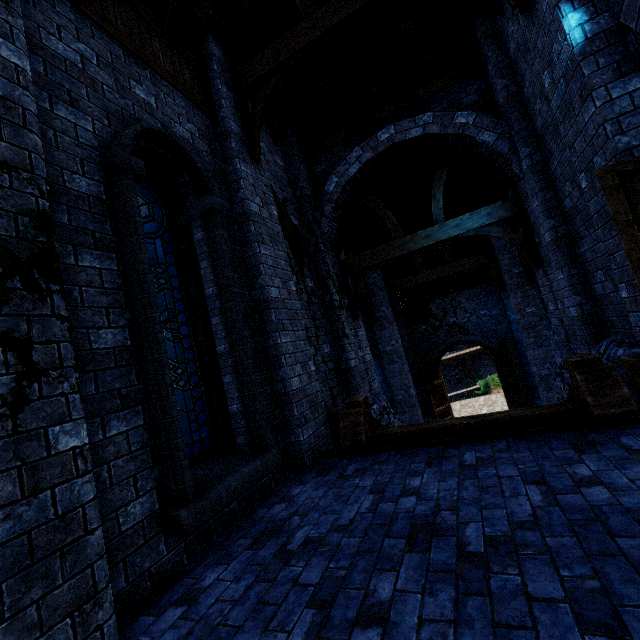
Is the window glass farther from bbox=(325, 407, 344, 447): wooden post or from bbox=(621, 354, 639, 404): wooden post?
bbox=(621, 354, 639, 404): wooden post

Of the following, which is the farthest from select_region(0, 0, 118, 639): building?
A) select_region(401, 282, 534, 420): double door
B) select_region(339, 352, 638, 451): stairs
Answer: select_region(339, 352, 638, 451): stairs

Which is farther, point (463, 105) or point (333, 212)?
point (333, 212)

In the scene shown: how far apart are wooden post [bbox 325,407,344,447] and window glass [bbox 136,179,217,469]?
2.09m

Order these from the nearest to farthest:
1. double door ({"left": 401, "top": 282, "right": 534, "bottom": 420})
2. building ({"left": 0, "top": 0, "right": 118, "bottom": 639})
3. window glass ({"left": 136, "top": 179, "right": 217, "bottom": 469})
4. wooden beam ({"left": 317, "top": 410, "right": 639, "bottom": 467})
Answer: building ({"left": 0, "top": 0, "right": 118, "bottom": 639})
wooden beam ({"left": 317, "top": 410, "right": 639, "bottom": 467})
window glass ({"left": 136, "top": 179, "right": 217, "bottom": 469})
double door ({"left": 401, "top": 282, "right": 534, "bottom": 420})

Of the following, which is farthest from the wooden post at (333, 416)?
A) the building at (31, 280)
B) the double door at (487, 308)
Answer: the double door at (487, 308)

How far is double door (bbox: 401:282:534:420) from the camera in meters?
13.9

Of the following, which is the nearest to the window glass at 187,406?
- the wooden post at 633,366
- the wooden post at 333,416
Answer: the wooden post at 333,416
